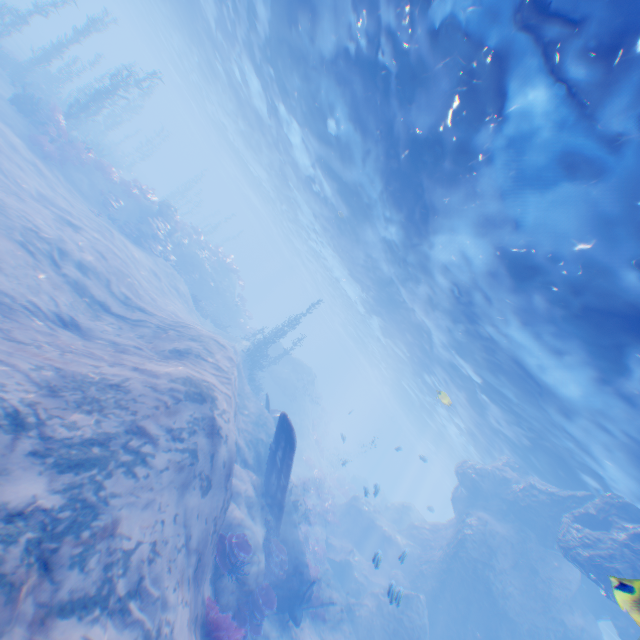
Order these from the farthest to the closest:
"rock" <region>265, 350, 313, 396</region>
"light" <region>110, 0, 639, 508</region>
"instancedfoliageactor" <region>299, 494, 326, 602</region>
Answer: "rock" <region>265, 350, 313, 396</region>, "instancedfoliageactor" <region>299, 494, 326, 602</region>, "light" <region>110, 0, 639, 508</region>

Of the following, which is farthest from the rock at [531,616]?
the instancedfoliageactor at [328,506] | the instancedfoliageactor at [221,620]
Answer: the instancedfoliageactor at [221,620]

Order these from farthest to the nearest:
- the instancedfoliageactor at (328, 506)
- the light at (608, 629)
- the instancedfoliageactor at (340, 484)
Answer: the instancedfoliageactor at (340, 484) → the light at (608, 629) → the instancedfoliageactor at (328, 506)

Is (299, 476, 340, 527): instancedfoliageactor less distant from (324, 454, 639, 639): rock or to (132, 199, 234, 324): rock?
(324, 454, 639, 639): rock

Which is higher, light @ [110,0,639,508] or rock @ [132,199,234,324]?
light @ [110,0,639,508]

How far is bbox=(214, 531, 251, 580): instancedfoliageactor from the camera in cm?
892

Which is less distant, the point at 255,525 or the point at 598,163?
the point at 598,163

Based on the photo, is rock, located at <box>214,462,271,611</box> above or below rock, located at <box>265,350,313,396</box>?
below
